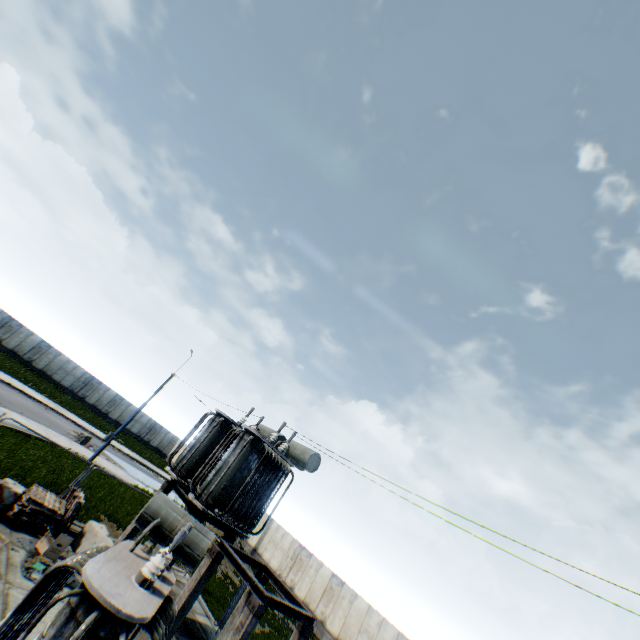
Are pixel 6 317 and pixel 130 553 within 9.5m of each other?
no

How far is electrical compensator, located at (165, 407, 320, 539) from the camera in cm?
1064

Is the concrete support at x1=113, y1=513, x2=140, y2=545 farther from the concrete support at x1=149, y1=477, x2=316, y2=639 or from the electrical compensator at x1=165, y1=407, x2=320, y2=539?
the concrete support at x1=149, y1=477, x2=316, y2=639

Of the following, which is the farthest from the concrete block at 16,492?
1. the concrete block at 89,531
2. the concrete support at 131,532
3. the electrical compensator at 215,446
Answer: the electrical compensator at 215,446

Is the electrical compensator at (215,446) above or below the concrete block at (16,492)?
above

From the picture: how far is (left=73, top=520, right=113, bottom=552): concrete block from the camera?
11.6m

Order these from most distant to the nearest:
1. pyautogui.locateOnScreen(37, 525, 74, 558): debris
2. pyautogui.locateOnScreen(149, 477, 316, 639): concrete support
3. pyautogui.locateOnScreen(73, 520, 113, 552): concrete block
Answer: pyautogui.locateOnScreen(73, 520, 113, 552): concrete block
pyautogui.locateOnScreen(37, 525, 74, 558): debris
pyautogui.locateOnScreen(149, 477, 316, 639): concrete support

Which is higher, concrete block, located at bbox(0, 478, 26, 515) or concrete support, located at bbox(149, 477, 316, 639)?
concrete support, located at bbox(149, 477, 316, 639)
